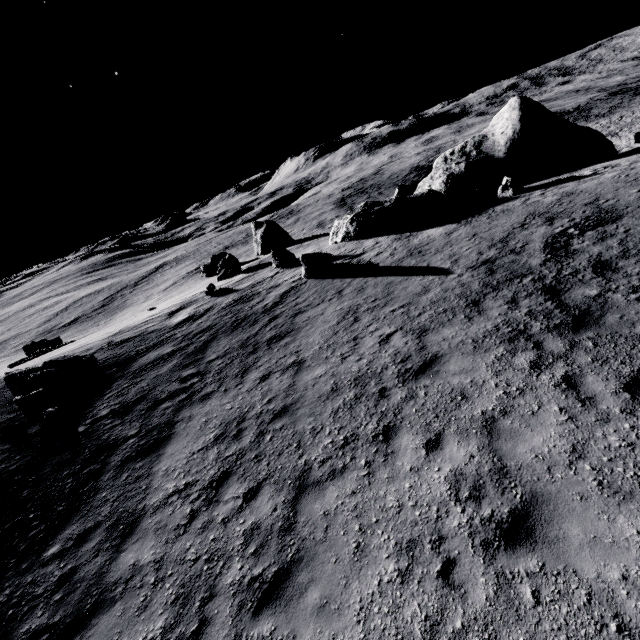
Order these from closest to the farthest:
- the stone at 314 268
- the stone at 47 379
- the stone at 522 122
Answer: the stone at 47 379 → the stone at 314 268 → the stone at 522 122

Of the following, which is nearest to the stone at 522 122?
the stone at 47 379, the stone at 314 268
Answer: the stone at 314 268

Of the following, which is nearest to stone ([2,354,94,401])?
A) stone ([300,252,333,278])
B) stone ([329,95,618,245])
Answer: stone ([300,252,333,278])

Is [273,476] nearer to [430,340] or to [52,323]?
[430,340]

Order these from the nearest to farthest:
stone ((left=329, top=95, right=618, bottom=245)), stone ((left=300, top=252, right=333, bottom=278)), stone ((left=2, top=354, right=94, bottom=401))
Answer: stone ((left=2, top=354, right=94, bottom=401)), stone ((left=300, top=252, right=333, bottom=278)), stone ((left=329, top=95, right=618, bottom=245))

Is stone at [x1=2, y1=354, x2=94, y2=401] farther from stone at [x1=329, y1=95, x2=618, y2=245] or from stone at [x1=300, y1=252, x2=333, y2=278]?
stone at [x1=329, y1=95, x2=618, y2=245]
